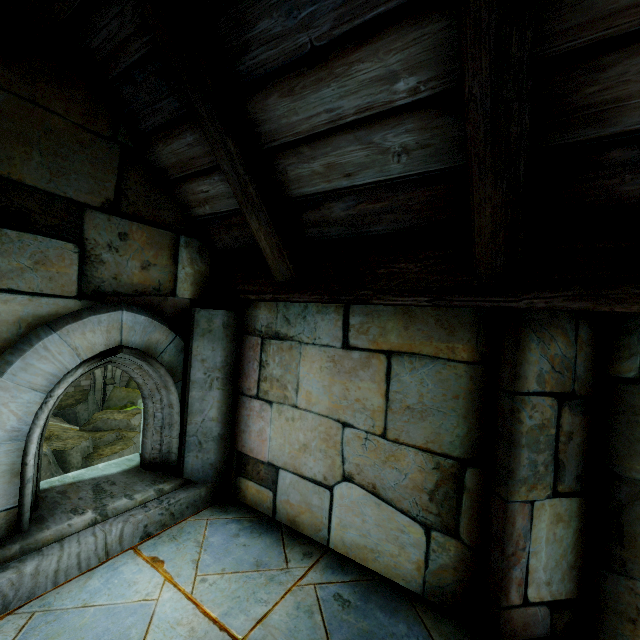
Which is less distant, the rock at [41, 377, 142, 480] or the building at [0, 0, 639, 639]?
the building at [0, 0, 639, 639]

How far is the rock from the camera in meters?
12.9

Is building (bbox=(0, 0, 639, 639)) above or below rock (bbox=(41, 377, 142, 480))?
above

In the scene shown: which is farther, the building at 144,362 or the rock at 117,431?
the rock at 117,431

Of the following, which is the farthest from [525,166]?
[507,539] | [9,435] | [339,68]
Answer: [9,435]

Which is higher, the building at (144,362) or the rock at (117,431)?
the building at (144,362)
